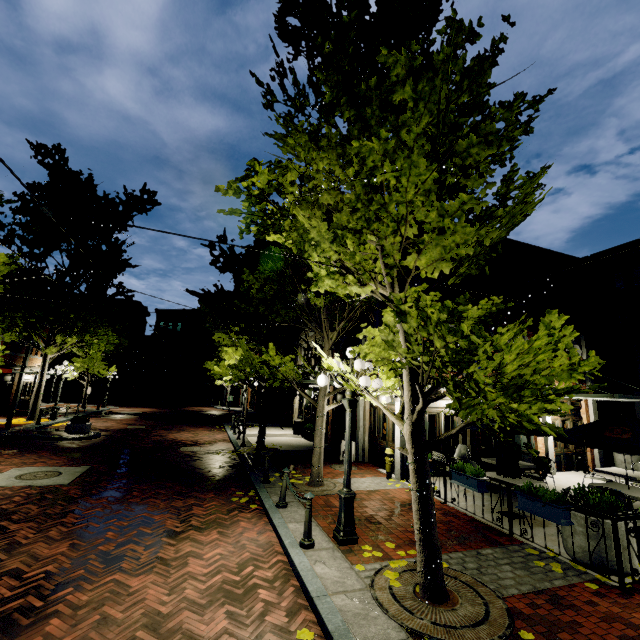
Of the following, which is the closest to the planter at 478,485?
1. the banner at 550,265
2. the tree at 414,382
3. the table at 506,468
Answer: the table at 506,468

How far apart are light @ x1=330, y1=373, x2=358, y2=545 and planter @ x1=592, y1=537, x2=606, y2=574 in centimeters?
324cm

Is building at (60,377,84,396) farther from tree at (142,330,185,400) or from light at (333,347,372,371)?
light at (333,347,372,371)

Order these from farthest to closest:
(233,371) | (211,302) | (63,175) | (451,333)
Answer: (211,302) → (63,175) → (233,371) → (451,333)

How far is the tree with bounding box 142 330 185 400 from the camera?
45.7 meters

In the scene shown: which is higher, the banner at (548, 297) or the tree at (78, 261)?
the tree at (78, 261)

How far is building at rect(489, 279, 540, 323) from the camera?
13.7 meters

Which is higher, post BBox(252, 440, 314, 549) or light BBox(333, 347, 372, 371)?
light BBox(333, 347, 372, 371)
